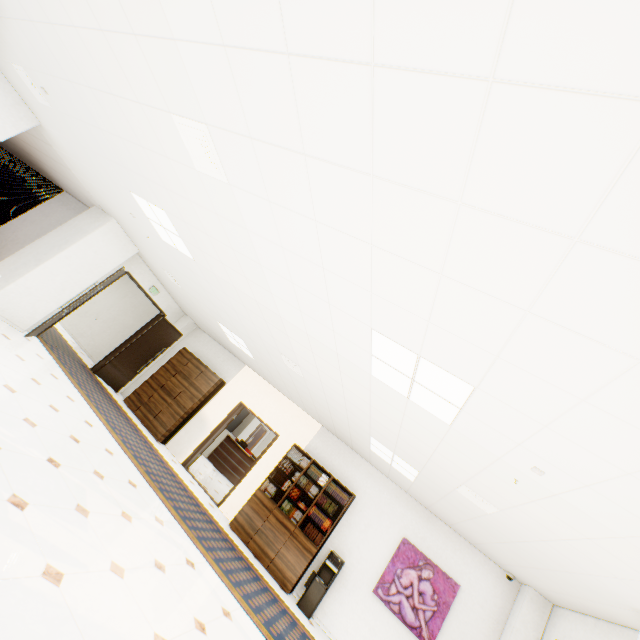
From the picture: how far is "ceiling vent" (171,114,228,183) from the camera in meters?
2.6

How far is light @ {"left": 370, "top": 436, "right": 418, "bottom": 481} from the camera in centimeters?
559cm

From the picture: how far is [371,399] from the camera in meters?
4.4

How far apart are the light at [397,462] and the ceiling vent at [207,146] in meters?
4.8

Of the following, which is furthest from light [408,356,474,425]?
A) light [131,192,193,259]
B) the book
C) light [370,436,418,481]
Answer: the book

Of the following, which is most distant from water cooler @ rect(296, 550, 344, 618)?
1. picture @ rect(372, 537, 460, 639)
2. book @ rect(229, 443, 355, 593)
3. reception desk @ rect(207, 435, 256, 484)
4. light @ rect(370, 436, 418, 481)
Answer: reception desk @ rect(207, 435, 256, 484)

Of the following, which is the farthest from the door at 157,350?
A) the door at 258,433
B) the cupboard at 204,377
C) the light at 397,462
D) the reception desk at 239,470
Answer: the door at 258,433

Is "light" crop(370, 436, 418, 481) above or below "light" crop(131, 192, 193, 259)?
above
